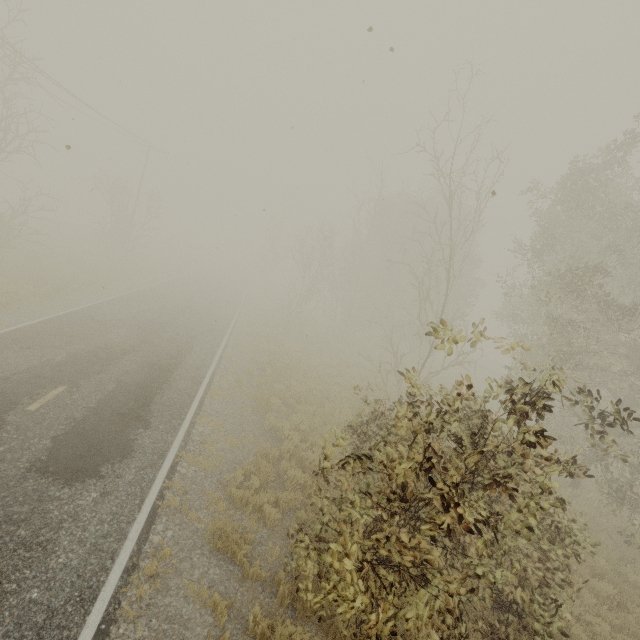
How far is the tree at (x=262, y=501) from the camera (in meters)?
7.44

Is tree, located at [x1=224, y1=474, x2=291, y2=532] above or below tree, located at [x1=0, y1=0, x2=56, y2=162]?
below

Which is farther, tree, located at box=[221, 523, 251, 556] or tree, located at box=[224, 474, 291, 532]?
tree, located at box=[224, 474, 291, 532]

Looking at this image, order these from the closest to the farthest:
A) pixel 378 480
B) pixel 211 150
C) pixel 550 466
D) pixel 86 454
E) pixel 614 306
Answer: pixel 550 466 < pixel 378 480 < pixel 86 454 < pixel 614 306 < pixel 211 150

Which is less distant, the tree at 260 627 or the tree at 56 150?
the tree at 260 627

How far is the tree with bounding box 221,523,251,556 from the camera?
6.3 meters

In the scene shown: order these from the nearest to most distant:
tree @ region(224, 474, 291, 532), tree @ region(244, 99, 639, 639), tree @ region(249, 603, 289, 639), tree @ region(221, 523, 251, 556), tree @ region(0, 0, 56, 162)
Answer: tree @ region(244, 99, 639, 639), tree @ region(249, 603, 289, 639), tree @ region(221, 523, 251, 556), tree @ region(224, 474, 291, 532), tree @ region(0, 0, 56, 162)
